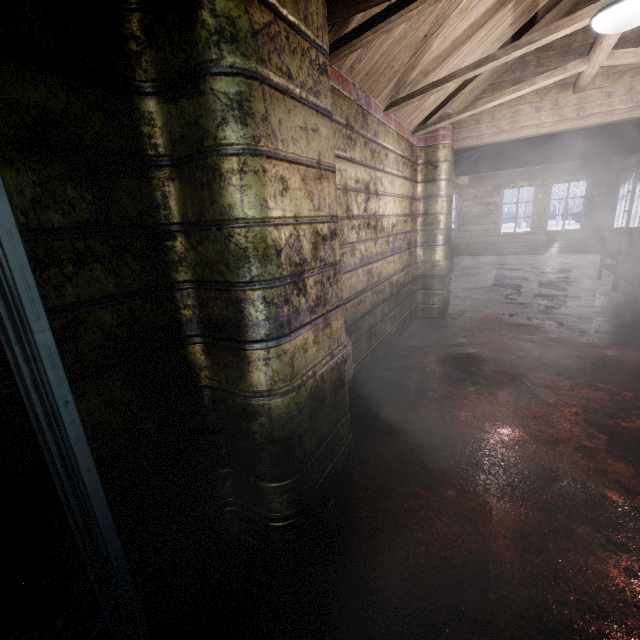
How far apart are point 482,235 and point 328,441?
9.93m

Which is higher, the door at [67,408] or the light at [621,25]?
the light at [621,25]

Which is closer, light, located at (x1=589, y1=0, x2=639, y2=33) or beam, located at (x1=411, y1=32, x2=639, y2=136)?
light, located at (x1=589, y1=0, x2=639, y2=33)

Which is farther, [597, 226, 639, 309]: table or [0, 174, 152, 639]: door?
[597, 226, 639, 309]: table

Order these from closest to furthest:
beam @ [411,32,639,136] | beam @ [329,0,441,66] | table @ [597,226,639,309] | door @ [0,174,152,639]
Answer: door @ [0,174,152,639] → beam @ [329,0,441,66] → beam @ [411,32,639,136] → table @ [597,226,639,309]

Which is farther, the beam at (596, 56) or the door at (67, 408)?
the beam at (596, 56)

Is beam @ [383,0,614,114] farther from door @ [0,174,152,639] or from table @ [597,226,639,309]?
door @ [0,174,152,639]

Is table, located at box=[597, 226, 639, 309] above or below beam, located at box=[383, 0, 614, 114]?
below
